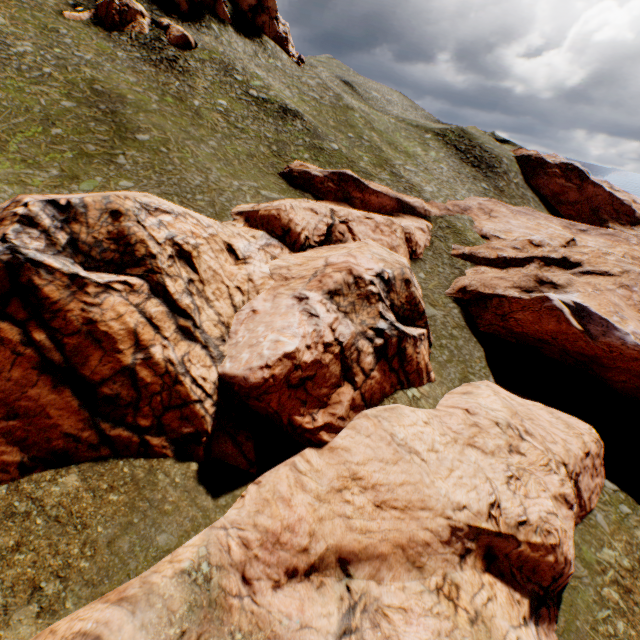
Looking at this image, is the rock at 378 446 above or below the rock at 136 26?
below

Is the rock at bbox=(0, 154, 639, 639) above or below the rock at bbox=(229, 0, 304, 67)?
below

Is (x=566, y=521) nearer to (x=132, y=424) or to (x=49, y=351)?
(x=132, y=424)

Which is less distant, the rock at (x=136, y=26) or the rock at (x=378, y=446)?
the rock at (x=378, y=446)

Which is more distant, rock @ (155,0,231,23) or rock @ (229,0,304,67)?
rock @ (229,0,304,67)

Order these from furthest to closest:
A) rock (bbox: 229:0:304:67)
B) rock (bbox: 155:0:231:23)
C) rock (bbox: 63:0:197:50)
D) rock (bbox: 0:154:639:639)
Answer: rock (bbox: 229:0:304:67) → rock (bbox: 155:0:231:23) → rock (bbox: 63:0:197:50) → rock (bbox: 0:154:639:639)

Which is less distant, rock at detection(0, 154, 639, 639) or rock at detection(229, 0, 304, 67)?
rock at detection(0, 154, 639, 639)
